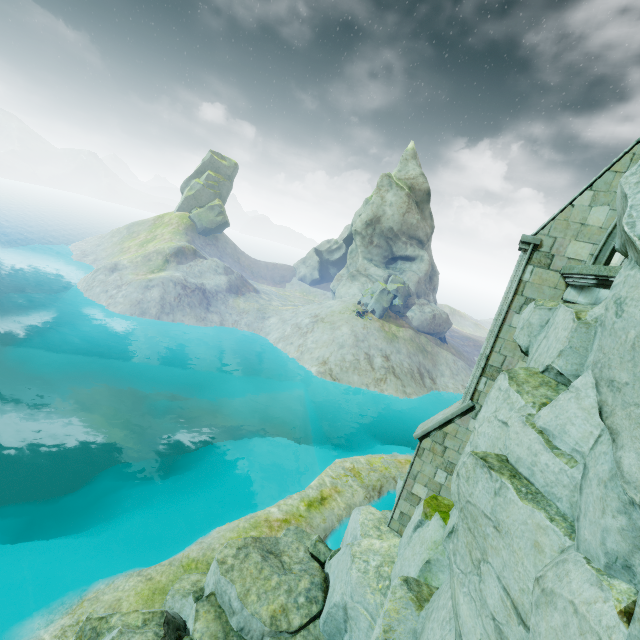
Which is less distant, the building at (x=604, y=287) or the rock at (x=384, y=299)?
the building at (x=604, y=287)

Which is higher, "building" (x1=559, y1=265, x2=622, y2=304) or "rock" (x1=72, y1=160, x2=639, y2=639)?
"building" (x1=559, y1=265, x2=622, y2=304)

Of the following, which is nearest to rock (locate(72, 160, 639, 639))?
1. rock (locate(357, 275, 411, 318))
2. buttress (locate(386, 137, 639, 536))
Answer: buttress (locate(386, 137, 639, 536))

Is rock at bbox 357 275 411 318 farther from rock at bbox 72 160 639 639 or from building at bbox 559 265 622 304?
building at bbox 559 265 622 304

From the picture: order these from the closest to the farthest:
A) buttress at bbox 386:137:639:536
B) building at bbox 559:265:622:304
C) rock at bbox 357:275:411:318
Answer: building at bbox 559:265:622:304 < buttress at bbox 386:137:639:536 < rock at bbox 357:275:411:318

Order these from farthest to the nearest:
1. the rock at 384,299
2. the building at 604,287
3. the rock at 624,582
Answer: the rock at 384,299 → the building at 604,287 → the rock at 624,582

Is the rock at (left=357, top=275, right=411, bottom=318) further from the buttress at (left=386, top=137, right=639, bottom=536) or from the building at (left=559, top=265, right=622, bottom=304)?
the buttress at (left=386, top=137, right=639, bottom=536)

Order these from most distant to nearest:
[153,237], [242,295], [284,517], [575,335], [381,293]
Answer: [153,237] → [242,295] → [381,293] → [284,517] → [575,335]
